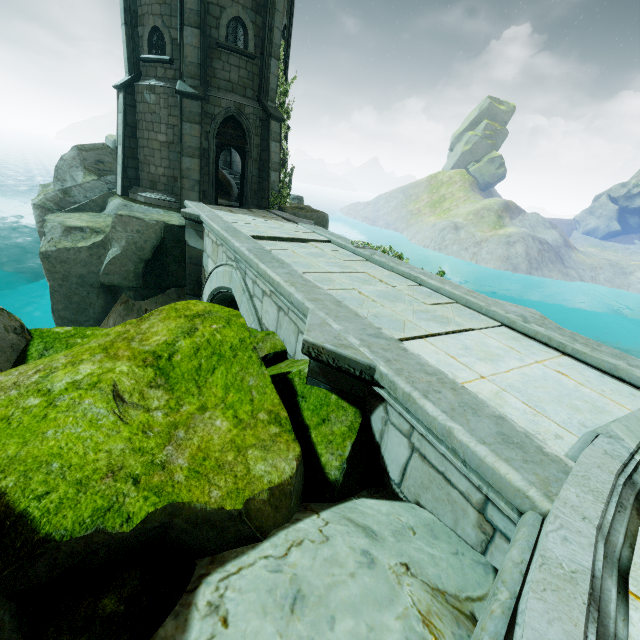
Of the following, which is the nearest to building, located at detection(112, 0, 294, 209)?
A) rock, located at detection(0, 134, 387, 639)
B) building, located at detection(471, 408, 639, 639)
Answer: rock, located at detection(0, 134, 387, 639)

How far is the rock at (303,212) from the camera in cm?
1448

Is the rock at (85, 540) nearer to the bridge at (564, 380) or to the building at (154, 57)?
the bridge at (564, 380)

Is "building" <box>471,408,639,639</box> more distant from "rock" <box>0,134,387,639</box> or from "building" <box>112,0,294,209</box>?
"building" <box>112,0,294,209</box>

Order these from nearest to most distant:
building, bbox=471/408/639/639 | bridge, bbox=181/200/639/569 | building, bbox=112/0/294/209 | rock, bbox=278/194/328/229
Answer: building, bbox=471/408/639/639 → bridge, bbox=181/200/639/569 → building, bbox=112/0/294/209 → rock, bbox=278/194/328/229

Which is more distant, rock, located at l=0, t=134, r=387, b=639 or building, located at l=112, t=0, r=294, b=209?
building, located at l=112, t=0, r=294, b=209

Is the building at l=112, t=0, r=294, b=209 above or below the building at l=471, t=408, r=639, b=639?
above

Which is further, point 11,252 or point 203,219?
point 11,252
